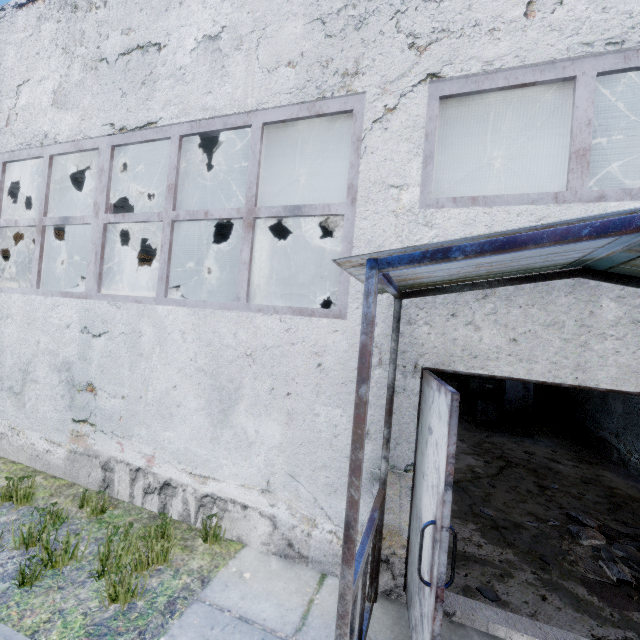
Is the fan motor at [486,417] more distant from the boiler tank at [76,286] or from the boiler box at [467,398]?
the boiler tank at [76,286]

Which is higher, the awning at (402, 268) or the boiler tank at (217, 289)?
the boiler tank at (217, 289)

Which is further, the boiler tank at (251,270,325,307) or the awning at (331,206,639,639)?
the boiler tank at (251,270,325,307)

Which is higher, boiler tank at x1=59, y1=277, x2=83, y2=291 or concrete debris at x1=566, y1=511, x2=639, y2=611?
boiler tank at x1=59, y1=277, x2=83, y2=291

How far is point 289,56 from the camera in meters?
3.8 m

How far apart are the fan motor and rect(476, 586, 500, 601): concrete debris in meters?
6.4 m

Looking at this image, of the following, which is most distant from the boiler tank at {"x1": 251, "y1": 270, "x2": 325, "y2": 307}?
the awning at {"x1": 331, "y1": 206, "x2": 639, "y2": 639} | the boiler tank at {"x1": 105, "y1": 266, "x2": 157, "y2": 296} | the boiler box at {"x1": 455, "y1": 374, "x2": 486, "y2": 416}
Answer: the awning at {"x1": 331, "y1": 206, "x2": 639, "y2": 639}

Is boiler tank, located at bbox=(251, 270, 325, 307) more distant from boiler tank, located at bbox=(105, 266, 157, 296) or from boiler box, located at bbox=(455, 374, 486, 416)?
boiler box, located at bbox=(455, 374, 486, 416)
